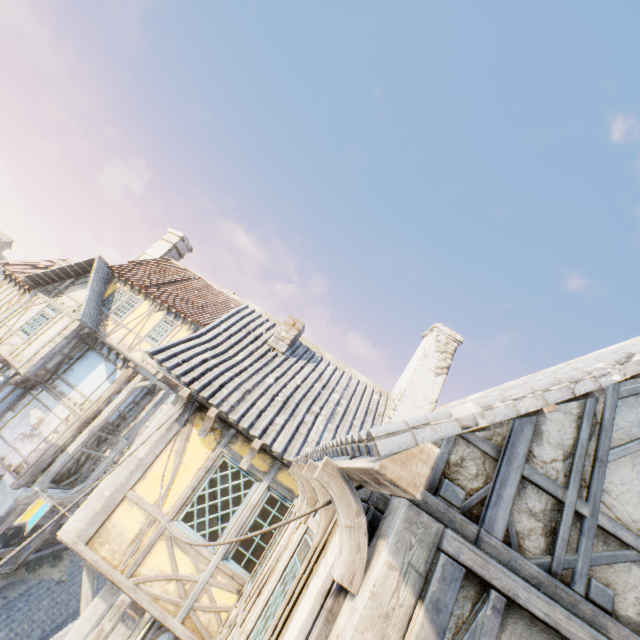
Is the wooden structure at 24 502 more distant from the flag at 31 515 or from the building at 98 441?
the flag at 31 515

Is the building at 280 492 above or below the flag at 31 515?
above

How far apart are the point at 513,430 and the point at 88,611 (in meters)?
7.32

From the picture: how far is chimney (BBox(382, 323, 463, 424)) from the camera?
8.1 meters

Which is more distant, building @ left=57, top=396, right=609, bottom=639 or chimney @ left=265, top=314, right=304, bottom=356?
chimney @ left=265, top=314, right=304, bottom=356

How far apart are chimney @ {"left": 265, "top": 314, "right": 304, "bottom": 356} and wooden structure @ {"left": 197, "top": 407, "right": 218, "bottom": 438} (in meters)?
2.53

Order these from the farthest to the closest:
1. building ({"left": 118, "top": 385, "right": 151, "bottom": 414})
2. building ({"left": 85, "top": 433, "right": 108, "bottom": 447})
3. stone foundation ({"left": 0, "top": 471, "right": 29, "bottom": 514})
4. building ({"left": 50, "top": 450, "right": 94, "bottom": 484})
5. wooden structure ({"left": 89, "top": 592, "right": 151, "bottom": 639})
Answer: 1. building ({"left": 118, "top": 385, "right": 151, "bottom": 414})
2. building ({"left": 85, "top": 433, "right": 108, "bottom": 447})
3. building ({"left": 50, "top": 450, "right": 94, "bottom": 484})
4. stone foundation ({"left": 0, "top": 471, "right": 29, "bottom": 514})
5. wooden structure ({"left": 89, "top": 592, "right": 151, "bottom": 639})

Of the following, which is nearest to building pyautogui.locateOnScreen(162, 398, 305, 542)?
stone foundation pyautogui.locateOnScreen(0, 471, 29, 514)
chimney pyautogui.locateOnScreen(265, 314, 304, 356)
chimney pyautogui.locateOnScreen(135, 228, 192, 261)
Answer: chimney pyautogui.locateOnScreen(265, 314, 304, 356)
